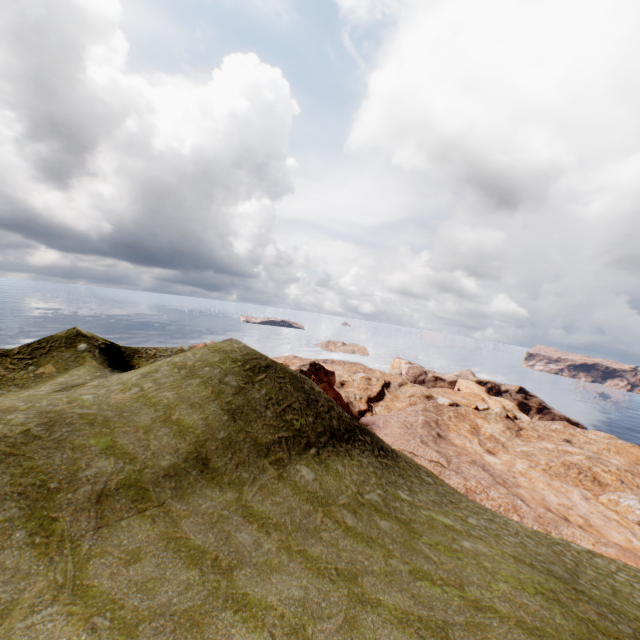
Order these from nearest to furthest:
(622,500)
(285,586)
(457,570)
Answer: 1. (285,586)
2. (457,570)
3. (622,500)
